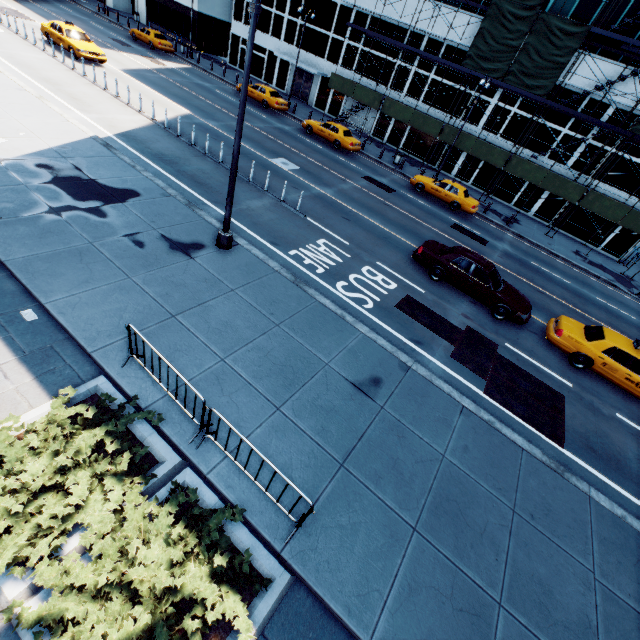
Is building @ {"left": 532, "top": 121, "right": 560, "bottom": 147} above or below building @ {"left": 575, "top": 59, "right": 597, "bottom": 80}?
below

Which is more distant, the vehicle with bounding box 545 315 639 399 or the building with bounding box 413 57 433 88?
the building with bounding box 413 57 433 88

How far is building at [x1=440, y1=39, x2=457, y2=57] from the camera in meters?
27.5 m

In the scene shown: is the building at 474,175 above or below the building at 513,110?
below

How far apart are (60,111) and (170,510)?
18.2m

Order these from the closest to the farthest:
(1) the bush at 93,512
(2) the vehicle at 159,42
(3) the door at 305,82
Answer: (1) the bush at 93,512
(2) the vehicle at 159,42
(3) the door at 305,82

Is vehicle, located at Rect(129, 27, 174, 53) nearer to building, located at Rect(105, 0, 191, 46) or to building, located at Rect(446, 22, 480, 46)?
building, located at Rect(105, 0, 191, 46)
